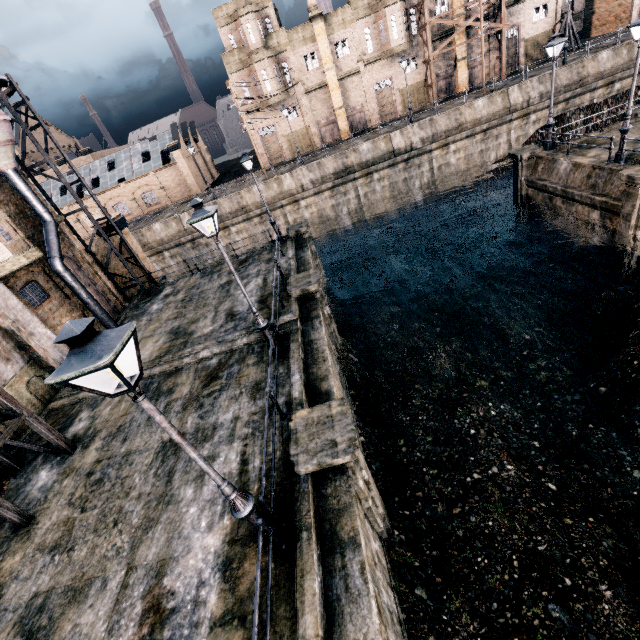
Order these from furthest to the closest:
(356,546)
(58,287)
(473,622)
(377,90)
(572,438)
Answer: (377,90), (58,287), (572,438), (473,622), (356,546)

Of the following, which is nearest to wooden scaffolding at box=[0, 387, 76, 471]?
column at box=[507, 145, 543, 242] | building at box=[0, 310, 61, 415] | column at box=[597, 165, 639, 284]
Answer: building at box=[0, 310, 61, 415]

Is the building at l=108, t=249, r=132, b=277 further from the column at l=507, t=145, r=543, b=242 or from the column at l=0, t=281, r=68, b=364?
the column at l=507, t=145, r=543, b=242

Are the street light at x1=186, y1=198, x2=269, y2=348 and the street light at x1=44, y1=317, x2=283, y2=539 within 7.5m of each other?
yes

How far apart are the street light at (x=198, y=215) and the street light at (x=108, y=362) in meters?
5.6 m

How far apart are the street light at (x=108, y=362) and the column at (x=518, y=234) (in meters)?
24.45

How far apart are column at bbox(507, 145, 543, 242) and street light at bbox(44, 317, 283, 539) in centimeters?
2445cm

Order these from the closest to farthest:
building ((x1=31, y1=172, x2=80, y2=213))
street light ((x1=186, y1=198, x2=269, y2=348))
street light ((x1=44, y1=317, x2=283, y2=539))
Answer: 1. street light ((x1=44, y1=317, x2=283, y2=539))
2. street light ((x1=186, y1=198, x2=269, y2=348))
3. building ((x1=31, y1=172, x2=80, y2=213))
